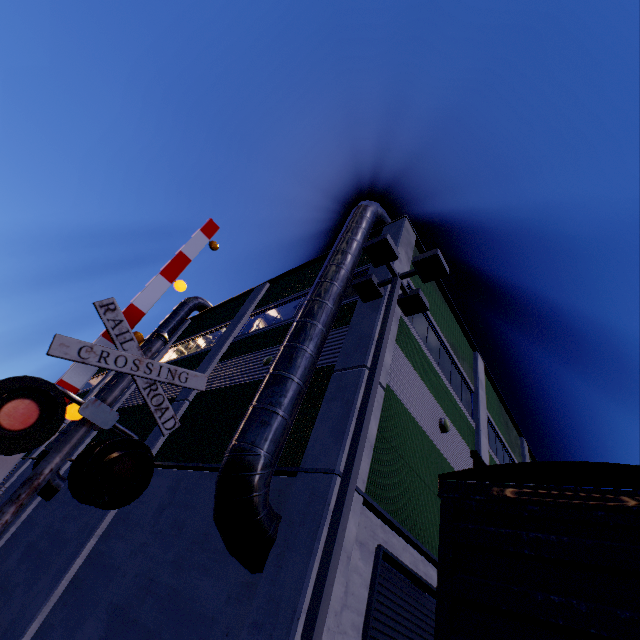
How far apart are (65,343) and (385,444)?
6.55m

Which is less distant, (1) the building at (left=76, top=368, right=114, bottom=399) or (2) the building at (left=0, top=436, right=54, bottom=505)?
(2) the building at (left=0, top=436, right=54, bottom=505)

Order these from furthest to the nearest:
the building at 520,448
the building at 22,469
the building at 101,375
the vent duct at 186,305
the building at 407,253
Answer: the building at 101,375 < the vent duct at 186,305 < the building at 22,469 < the building at 407,253 < the building at 520,448

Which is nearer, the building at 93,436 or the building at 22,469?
the building at 93,436

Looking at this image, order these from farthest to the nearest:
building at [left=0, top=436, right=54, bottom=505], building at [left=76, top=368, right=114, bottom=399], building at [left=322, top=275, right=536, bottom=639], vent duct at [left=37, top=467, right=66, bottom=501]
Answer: building at [left=76, top=368, right=114, bottom=399], building at [left=0, top=436, right=54, bottom=505], vent duct at [left=37, top=467, right=66, bottom=501], building at [left=322, top=275, right=536, bottom=639]

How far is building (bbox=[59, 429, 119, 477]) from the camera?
14.8m

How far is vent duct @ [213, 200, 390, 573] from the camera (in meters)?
5.30
